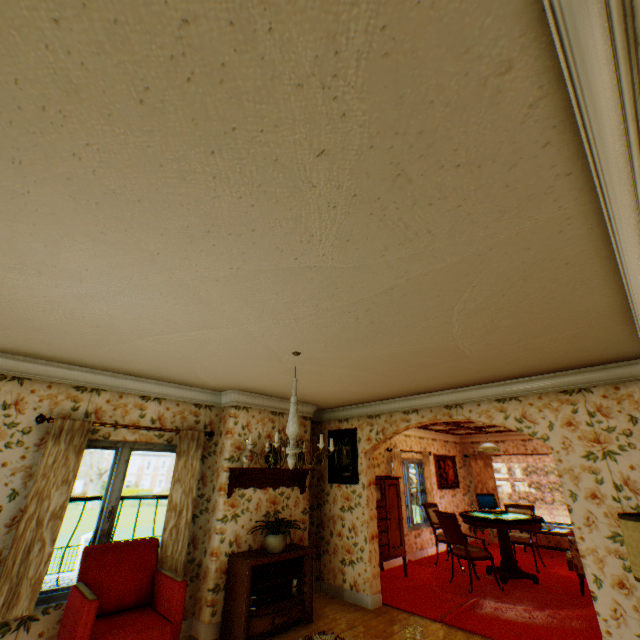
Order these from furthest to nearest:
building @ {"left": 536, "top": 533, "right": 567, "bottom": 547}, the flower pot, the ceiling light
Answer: building @ {"left": 536, "top": 533, "right": 567, "bottom": 547}
the flower pot
the ceiling light

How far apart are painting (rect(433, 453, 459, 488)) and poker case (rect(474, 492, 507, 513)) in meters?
2.2 m

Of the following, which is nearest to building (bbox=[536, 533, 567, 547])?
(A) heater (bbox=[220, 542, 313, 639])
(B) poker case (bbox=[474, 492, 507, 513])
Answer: (A) heater (bbox=[220, 542, 313, 639])

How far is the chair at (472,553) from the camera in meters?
6.0 m

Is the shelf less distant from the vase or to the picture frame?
the vase

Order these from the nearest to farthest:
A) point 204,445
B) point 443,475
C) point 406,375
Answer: point 406,375, point 204,445, point 443,475

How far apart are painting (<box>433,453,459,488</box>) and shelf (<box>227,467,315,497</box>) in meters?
5.8

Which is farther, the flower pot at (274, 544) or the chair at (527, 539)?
the chair at (527, 539)
